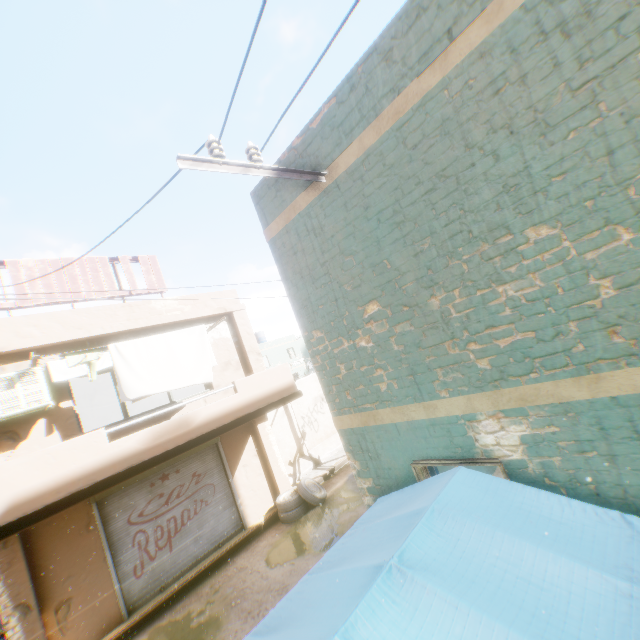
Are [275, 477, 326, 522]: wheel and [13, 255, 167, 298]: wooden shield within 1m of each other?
no

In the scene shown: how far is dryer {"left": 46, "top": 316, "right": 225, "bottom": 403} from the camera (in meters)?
7.11

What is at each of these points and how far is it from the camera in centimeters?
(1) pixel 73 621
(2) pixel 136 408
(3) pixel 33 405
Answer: (1) building, 689cm
(2) building, 1700cm
(3) air conditioner, 639cm

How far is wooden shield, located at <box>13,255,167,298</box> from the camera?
7.55m

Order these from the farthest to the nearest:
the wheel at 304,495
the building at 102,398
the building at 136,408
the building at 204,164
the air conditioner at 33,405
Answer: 1. the building at 136,408
2. the building at 102,398
3. the wheel at 304,495
4. the air conditioner at 33,405
5. the building at 204,164

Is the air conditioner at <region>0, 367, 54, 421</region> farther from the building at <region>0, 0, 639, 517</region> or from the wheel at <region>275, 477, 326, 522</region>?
the wheel at <region>275, 477, 326, 522</region>

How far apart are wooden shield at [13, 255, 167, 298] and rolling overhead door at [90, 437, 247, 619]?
0.3 meters

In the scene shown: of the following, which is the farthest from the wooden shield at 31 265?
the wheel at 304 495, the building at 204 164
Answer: the wheel at 304 495
